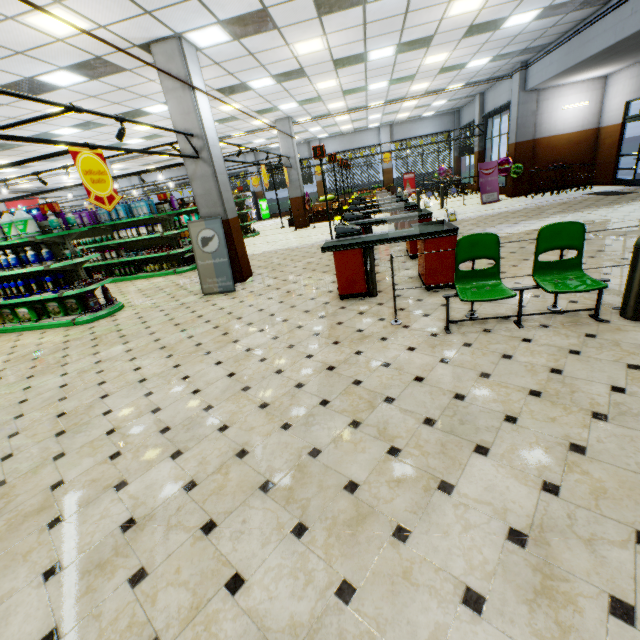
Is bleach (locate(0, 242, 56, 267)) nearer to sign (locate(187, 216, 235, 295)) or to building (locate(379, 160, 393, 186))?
building (locate(379, 160, 393, 186))

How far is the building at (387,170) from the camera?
23.6m

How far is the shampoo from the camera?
10.0m

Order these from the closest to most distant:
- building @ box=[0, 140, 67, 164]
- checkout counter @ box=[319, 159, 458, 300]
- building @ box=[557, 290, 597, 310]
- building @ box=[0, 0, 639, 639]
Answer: building @ box=[0, 0, 639, 639] → building @ box=[557, 290, 597, 310] → checkout counter @ box=[319, 159, 458, 300] → building @ box=[0, 140, 67, 164]

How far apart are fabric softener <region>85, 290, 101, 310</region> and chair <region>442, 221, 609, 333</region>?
7.3m

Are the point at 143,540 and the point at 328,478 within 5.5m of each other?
yes

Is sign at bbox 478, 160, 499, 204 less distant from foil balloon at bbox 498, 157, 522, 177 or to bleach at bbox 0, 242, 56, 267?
foil balloon at bbox 498, 157, 522, 177

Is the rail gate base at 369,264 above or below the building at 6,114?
below
